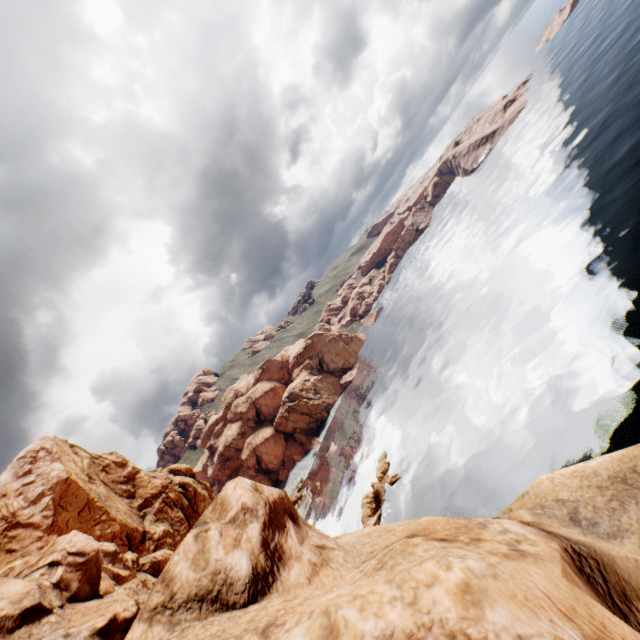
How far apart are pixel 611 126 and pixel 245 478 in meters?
84.3
